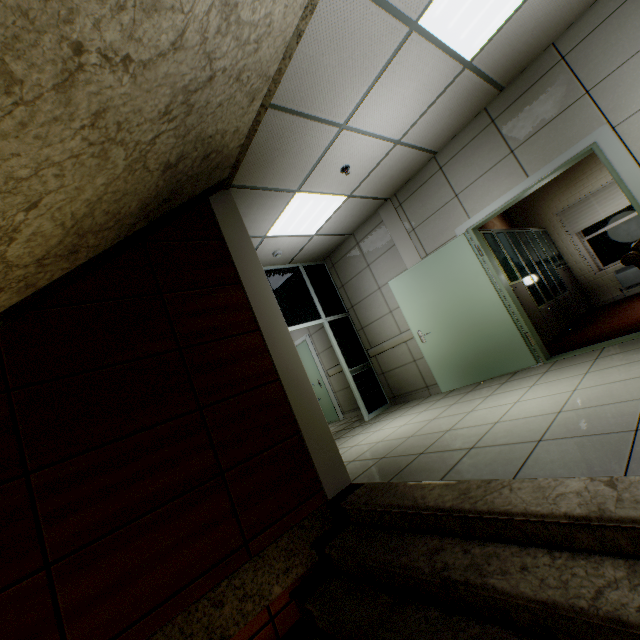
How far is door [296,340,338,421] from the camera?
7.69m

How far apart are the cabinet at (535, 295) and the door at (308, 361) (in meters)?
4.27

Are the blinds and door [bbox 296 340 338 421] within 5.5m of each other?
no

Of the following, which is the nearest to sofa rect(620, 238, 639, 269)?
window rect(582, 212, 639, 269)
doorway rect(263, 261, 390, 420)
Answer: window rect(582, 212, 639, 269)

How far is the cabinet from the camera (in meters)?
5.28

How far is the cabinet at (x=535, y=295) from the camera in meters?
5.3

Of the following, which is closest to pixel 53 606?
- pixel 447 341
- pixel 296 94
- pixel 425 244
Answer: pixel 296 94

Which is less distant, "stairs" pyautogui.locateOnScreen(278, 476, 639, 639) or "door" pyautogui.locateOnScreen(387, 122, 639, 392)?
"stairs" pyautogui.locateOnScreen(278, 476, 639, 639)
